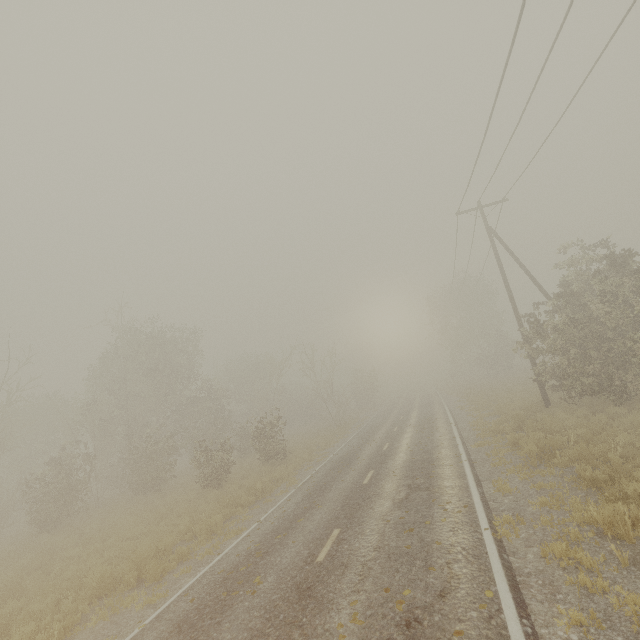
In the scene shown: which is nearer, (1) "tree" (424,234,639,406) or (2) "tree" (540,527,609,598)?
(2) "tree" (540,527,609,598)

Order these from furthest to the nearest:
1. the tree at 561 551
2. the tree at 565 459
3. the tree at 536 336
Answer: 1. the tree at 536 336
2. the tree at 565 459
3. the tree at 561 551

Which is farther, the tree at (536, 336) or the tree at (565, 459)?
the tree at (536, 336)

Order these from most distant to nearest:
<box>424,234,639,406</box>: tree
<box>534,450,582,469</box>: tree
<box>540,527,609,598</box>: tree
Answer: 1. <box>424,234,639,406</box>: tree
2. <box>534,450,582,469</box>: tree
3. <box>540,527,609,598</box>: tree

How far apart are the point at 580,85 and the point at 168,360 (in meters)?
28.59

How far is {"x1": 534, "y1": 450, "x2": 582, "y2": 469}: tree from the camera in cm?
909
